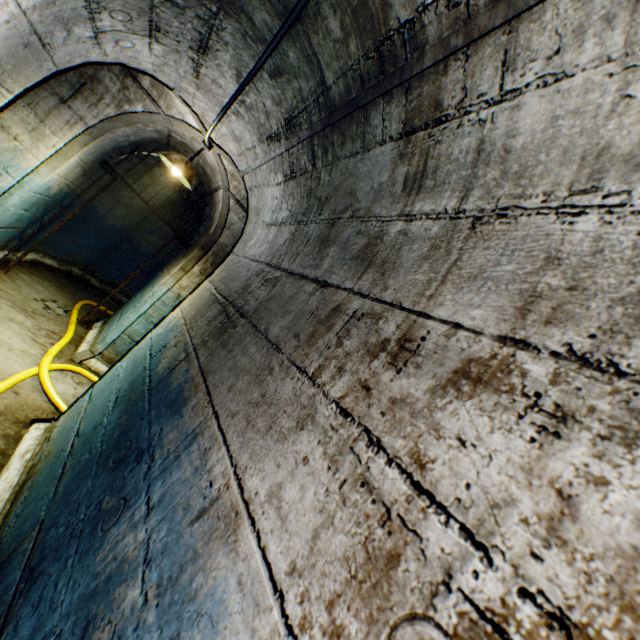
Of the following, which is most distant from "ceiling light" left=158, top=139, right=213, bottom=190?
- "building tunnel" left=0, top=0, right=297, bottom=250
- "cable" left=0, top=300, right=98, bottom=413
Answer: "cable" left=0, top=300, right=98, bottom=413

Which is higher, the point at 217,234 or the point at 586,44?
the point at 586,44

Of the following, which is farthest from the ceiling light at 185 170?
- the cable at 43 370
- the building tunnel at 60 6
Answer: the cable at 43 370

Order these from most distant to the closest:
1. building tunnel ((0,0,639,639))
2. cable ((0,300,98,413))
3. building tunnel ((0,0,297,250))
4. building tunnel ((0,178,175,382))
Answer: building tunnel ((0,178,175,382)), cable ((0,300,98,413)), building tunnel ((0,0,297,250)), building tunnel ((0,0,639,639))

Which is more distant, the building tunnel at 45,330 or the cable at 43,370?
the building tunnel at 45,330

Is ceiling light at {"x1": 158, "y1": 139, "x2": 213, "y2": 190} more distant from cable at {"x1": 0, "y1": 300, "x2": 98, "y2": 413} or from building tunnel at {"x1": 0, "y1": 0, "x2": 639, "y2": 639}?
cable at {"x1": 0, "y1": 300, "x2": 98, "y2": 413}
